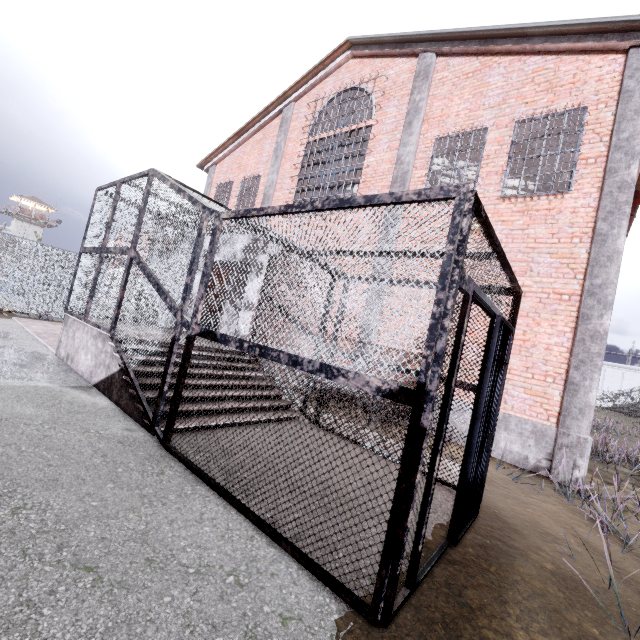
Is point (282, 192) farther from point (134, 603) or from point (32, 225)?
point (32, 225)

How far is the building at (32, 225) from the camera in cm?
5732

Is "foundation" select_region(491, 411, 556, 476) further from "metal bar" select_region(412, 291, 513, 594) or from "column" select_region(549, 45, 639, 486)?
"metal bar" select_region(412, 291, 513, 594)

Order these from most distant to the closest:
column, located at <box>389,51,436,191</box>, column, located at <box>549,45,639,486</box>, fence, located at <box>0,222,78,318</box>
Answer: fence, located at <box>0,222,78,318</box> < column, located at <box>389,51,436,191</box> < column, located at <box>549,45,639,486</box>

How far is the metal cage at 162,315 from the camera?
2.20m

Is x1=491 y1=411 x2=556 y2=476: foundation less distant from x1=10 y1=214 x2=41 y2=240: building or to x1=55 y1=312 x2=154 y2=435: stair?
x1=55 y1=312 x2=154 y2=435: stair

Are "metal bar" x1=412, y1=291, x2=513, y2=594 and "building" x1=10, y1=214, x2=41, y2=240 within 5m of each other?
no

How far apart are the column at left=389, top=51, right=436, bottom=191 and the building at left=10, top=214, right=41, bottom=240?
74.8 meters
